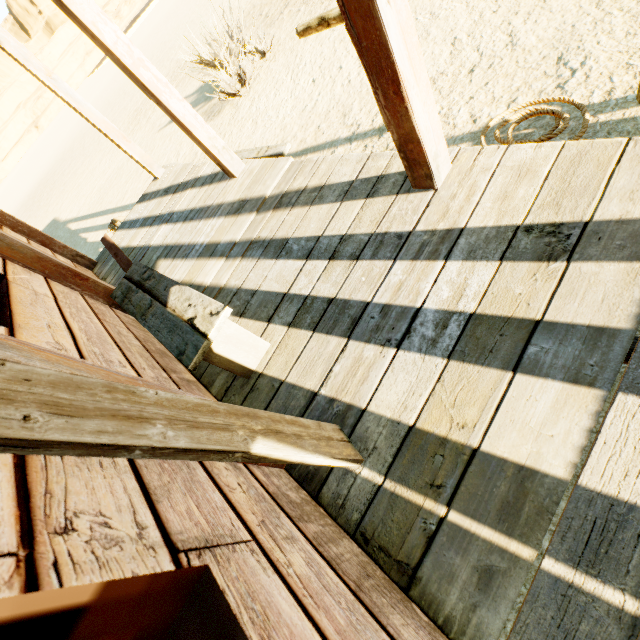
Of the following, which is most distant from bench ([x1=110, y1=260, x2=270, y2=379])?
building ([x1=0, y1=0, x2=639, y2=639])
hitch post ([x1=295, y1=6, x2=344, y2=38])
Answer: hitch post ([x1=295, y1=6, x2=344, y2=38])

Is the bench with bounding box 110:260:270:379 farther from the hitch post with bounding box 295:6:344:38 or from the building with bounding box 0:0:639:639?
the hitch post with bounding box 295:6:344:38

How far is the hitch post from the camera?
2.4m

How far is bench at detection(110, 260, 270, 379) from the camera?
1.7m

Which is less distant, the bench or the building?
the building

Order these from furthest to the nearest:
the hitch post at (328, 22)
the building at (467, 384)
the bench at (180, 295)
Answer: the hitch post at (328, 22), the bench at (180, 295), the building at (467, 384)

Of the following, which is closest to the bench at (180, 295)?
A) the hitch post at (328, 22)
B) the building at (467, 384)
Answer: the building at (467, 384)

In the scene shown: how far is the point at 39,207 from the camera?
15.8m
